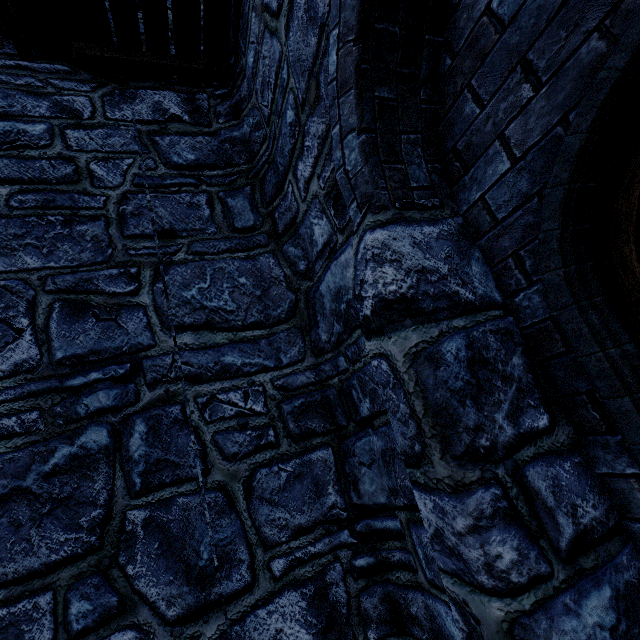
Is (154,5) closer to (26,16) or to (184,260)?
(26,16)
